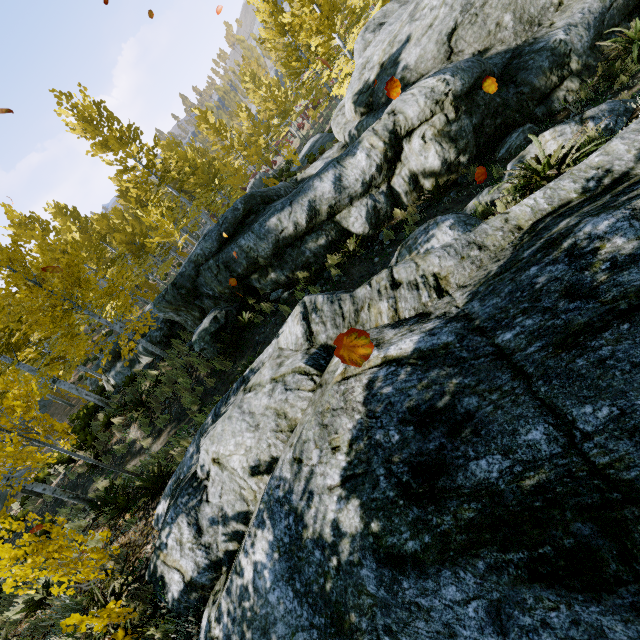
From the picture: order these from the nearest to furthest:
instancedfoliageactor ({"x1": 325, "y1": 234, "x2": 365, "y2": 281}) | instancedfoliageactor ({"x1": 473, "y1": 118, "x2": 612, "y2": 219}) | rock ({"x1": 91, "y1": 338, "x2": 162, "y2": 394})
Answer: instancedfoliageactor ({"x1": 473, "y1": 118, "x2": 612, "y2": 219}) < instancedfoliageactor ({"x1": 325, "y1": 234, "x2": 365, "y2": 281}) < rock ({"x1": 91, "y1": 338, "x2": 162, "y2": 394})

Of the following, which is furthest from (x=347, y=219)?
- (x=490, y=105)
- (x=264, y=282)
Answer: (x=490, y=105)

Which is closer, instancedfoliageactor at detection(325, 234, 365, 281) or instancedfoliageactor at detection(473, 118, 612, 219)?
instancedfoliageactor at detection(473, 118, 612, 219)

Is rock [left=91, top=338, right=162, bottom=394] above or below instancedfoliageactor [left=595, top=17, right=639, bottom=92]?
above

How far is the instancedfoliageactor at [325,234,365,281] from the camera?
8.6m

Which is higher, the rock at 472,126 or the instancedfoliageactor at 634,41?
the rock at 472,126

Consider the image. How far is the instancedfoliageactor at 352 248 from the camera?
8.6m
